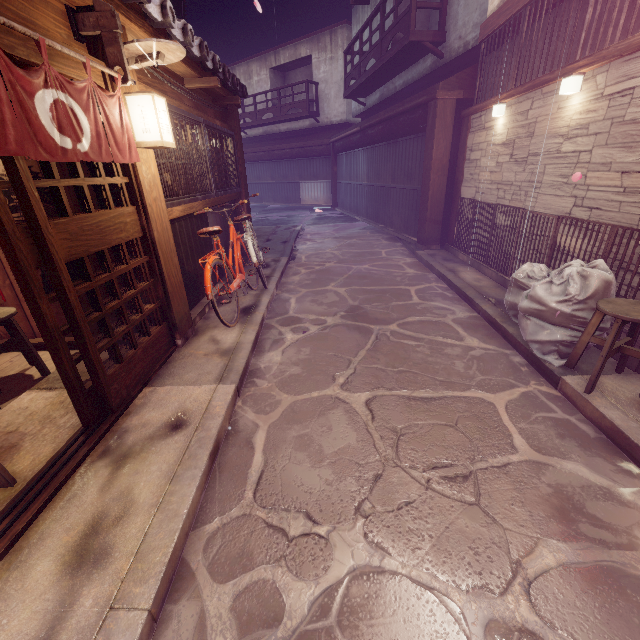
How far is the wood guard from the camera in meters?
4.9

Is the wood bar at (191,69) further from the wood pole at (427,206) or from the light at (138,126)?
the wood pole at (427,206)

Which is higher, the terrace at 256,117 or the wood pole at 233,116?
the terrace at 256,117

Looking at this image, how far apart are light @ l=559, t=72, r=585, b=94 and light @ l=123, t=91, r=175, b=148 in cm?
837

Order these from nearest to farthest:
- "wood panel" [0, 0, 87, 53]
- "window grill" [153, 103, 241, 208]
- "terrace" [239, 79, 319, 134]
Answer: "wood panel" [0, 0, 87, 53]
"window grill" [153, 103, 241, 208]
"terrace" [239, 79, 319, 134]

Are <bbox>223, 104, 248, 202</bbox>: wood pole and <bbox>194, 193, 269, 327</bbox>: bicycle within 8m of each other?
yes

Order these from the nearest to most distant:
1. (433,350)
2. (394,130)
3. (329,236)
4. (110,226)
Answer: (110,226) → (433,350) → (394,130) → (329,236)

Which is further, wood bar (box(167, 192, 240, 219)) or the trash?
wood bar (box(167, 192, 240, 219))
